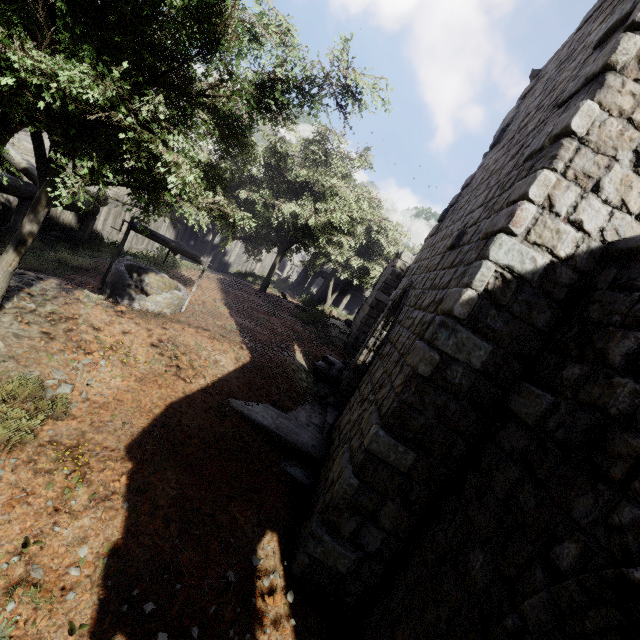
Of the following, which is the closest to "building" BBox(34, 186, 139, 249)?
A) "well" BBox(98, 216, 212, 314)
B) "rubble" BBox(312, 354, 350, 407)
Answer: "rubble" BBox(312, 354, 350, 407)

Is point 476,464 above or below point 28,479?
above

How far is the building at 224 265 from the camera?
29.8m

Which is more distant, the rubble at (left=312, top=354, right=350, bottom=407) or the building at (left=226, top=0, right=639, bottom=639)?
the rubble at (left=312, top=354, right=350, bottom=407)

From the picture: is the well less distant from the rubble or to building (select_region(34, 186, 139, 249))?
building (select_region(34, 186, 139, 249))

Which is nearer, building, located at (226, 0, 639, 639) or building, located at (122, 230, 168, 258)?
building, located at (226, 0, 639, 639)

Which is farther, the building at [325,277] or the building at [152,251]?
the building at [325,277]

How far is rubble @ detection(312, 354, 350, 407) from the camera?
9.6m
